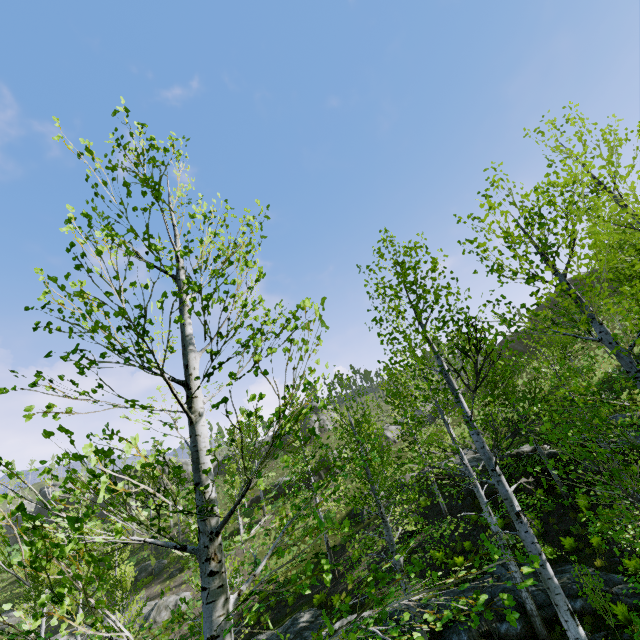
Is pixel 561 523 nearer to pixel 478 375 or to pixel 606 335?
pixel 478 375

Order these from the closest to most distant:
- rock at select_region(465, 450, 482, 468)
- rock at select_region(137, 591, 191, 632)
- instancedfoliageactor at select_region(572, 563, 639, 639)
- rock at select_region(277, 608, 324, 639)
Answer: instancedfoliageactor at select_region(572, 563, 639, 639) < rock at select_region(277, 608, 324, 639) < rock at select_region(465, 450, 482, 468) < rock at select_region(137, 591, 191, 632)

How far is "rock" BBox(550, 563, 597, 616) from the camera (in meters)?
10.05

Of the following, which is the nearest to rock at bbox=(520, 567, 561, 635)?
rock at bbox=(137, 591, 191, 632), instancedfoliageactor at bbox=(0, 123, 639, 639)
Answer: rock at bbox=(137, 591, 191, 632)

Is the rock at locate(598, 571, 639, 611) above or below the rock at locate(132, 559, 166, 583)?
below

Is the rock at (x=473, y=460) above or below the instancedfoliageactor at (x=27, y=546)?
above

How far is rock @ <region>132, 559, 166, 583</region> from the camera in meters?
30.6 m

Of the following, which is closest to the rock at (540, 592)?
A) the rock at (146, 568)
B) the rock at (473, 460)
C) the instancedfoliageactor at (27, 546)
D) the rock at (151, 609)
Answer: the rock at (473, 460)
